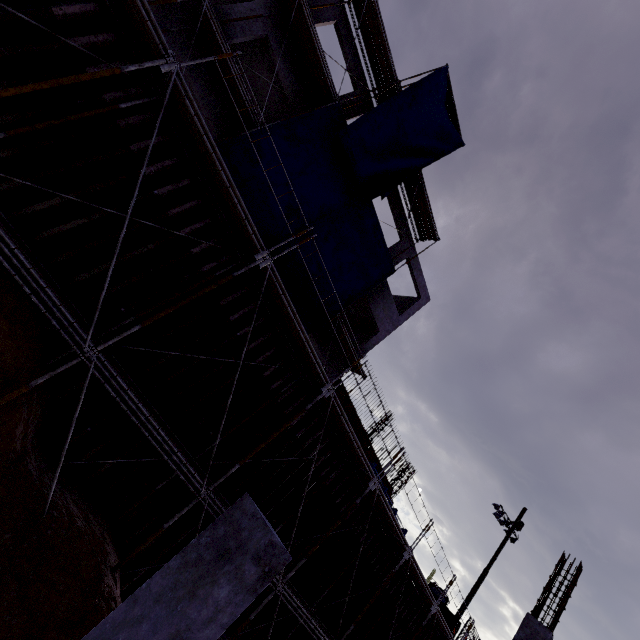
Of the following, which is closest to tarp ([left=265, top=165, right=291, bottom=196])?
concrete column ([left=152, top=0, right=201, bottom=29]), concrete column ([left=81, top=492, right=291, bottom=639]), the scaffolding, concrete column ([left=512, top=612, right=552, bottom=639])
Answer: the scaffolding

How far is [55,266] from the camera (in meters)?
6.68

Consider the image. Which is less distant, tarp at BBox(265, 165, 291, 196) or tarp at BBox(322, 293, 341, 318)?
tarp at BBox(265, 165, 291, 196)

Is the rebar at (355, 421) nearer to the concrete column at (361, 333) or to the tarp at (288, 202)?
the concrete column at (361, 333)

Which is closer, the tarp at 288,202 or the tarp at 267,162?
the tarp at 267,162

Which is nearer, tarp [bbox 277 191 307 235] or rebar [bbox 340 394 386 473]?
tarp [bbox 277 191 307 235]

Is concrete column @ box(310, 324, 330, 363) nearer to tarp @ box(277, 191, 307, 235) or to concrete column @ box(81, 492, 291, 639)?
tarp @ box(277, 191, 307, 235)

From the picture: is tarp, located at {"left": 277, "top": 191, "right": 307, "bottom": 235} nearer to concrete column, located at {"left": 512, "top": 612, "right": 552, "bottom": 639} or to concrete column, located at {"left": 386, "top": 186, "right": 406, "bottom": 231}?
concrete column, located at {"left": 386, "top": 186, "right": 406, "bottom": 231}
